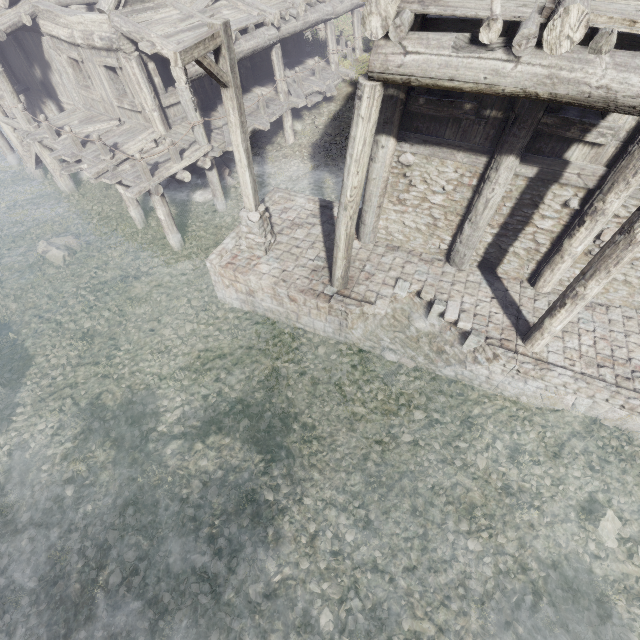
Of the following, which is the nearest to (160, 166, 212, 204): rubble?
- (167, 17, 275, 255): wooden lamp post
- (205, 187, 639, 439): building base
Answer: (205, 187, 639, 439): building base

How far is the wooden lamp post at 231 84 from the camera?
5.0 meters

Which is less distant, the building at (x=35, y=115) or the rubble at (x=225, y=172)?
the building at (x=35, y=115)

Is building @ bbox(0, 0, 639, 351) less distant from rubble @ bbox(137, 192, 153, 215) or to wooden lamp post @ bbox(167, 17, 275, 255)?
rubble @ bbox(137, 192, 153, 215)

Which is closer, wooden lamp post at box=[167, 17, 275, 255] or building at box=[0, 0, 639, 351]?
building at box=[0, 0, 639, 351]

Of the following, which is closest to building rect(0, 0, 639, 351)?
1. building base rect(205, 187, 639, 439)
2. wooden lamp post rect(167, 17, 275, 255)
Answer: building base rect(205, 187, 639, 439)

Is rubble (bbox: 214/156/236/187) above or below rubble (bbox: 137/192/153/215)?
above

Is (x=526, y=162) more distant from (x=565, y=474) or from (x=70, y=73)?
(x=70, y=73)
